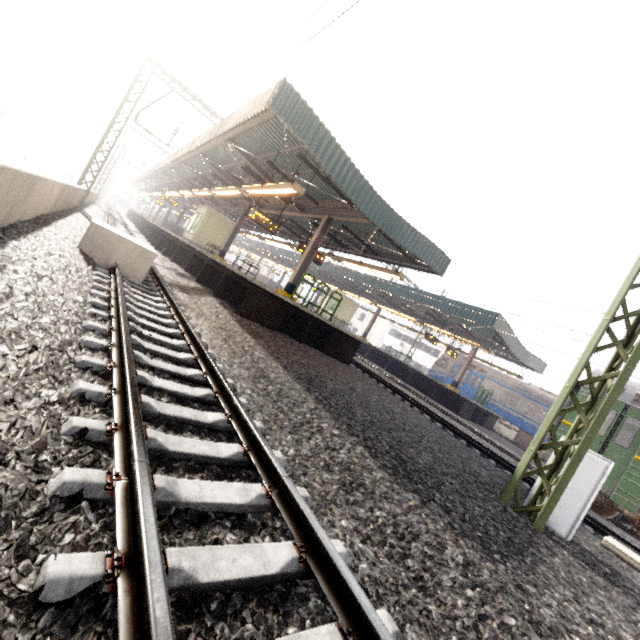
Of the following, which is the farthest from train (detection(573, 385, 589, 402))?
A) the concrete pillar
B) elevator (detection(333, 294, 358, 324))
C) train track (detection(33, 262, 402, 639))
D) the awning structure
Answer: the concrete pillar

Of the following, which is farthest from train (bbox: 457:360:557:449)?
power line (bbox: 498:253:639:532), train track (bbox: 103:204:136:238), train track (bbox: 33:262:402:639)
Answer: train track (bbox: 103:204:136:238)

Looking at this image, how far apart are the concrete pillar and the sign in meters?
5.5

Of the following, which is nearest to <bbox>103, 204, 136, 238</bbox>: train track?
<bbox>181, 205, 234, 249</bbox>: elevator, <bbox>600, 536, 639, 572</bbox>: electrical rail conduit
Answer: <bbox>181, 205, 234, 249</bbox>: elevator

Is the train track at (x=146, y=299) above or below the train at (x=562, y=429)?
below

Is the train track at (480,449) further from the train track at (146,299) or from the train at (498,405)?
the train track at (146,299)

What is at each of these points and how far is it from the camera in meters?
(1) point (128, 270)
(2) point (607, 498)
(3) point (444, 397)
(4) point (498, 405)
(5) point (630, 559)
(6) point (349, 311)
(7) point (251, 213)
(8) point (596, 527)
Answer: (1) concrete pillar, 7.4 m
(2) train, 9.7 m
(3) platform underside, 19.9 m
(4) train, 22.8 m
(5) electrical rail conduit, 4.0 m
(6) elevator, 33.4 m
(7) sign, 13.4 m
(8) train track, 7.9 m

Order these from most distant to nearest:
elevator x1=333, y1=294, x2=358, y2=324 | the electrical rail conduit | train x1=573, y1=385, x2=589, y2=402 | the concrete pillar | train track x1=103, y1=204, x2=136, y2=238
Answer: elevator x1=333, y1=294, x2=358, y2=324
train track x1=103, y1=204, x2=136, y2=238
train x1=573, y1=385, x2=589, y2=402
the concrete pillar
the electrical rail conduit
